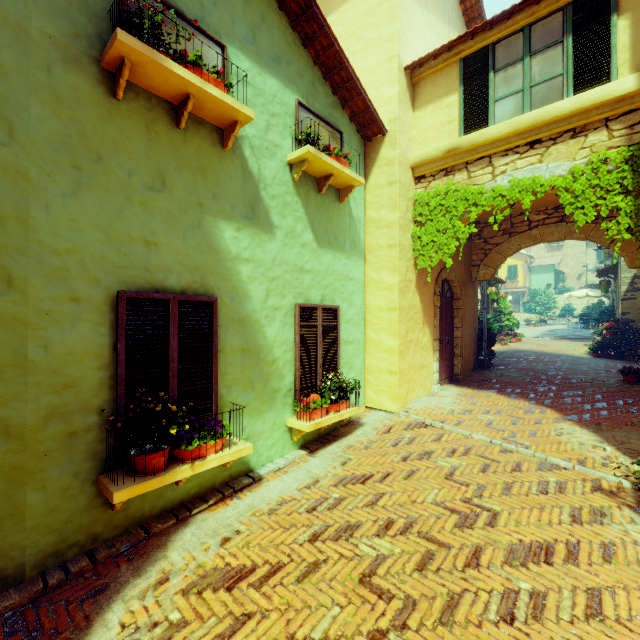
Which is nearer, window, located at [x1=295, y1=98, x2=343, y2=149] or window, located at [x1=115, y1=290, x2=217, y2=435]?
window, located at [x1=115, y1=290, x2=217, y2=435]

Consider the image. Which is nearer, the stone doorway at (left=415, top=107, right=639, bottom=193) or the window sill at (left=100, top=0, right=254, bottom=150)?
the window sill at (left=100, top=0, right=254, bottom=150)

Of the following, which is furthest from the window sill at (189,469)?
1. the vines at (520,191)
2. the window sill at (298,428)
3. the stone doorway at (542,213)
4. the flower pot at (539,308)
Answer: the flower pot at (539,308)

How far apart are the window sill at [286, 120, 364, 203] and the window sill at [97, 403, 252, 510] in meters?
3.8

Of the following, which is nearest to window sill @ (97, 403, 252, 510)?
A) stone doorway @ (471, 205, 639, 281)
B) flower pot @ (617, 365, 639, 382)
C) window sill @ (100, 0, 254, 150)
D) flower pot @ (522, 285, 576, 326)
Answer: window sill @ (100, 0, 254, 150)

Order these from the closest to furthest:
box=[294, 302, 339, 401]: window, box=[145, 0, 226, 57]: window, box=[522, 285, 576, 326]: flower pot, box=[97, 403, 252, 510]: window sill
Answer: box=[97, 403, 252, 510]: window sill → box=[145, 0, 226, 57]: window → box=[294, 302, 339, 401]: window → box=[522, 285, 576, 326]: flower pot

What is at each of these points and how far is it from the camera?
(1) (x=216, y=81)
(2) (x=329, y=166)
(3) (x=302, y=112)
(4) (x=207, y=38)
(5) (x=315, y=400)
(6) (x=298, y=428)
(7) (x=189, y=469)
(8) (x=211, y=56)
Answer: (1) flower pot, 3.7m
(2) window sill, 5.2m
(3) window, 5.3m
(4) window, 4.0m
(5) flower pot, 5.1m
(6) window sill, 4.8m
(7) window sill, 3.4m
(8) window, 4.1m

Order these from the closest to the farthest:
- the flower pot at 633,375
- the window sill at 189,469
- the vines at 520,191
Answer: the window sill at 189,469 → the vines at 520,191 → the flower pot at 633,375
